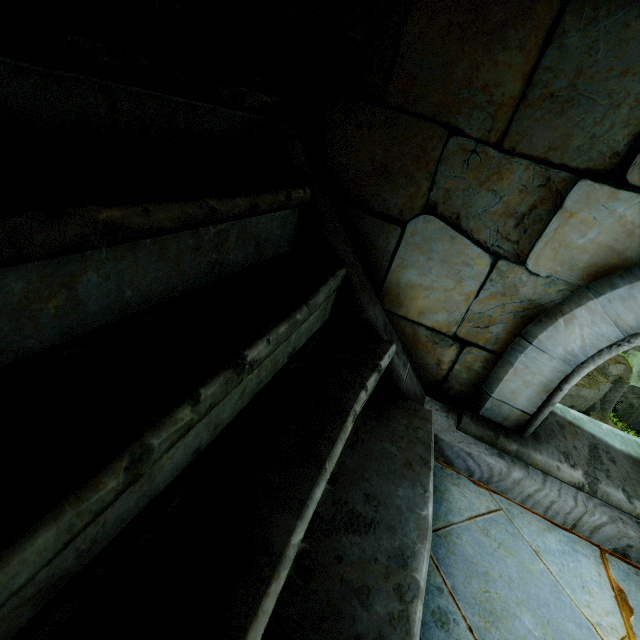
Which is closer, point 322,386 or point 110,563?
point 110,563

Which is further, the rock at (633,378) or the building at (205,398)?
the rock at (633,378)

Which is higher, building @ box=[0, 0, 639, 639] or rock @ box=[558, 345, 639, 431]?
building @ box=[0, 0, 639, 639]

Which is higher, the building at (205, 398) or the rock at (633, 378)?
the building at (205, 398)

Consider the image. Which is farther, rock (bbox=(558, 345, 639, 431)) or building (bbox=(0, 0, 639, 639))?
rock (bbox=(558, 345, 639, 431))
